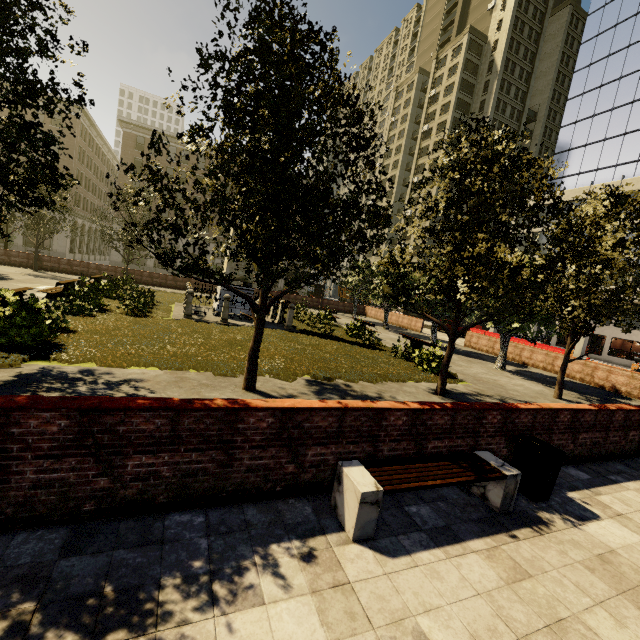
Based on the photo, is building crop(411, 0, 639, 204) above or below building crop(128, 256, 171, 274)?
above

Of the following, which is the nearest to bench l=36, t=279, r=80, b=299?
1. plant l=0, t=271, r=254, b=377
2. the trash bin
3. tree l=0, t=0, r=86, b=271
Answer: plant l=0, t=271, r=254, b=377

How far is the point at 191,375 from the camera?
7.9m

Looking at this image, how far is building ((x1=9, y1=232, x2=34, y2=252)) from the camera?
40.66m

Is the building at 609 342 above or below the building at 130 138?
below

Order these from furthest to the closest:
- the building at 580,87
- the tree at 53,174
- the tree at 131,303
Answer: the building at 580,87, the tree at 131,303, the tree at 53,174

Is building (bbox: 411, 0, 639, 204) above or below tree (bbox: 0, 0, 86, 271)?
above

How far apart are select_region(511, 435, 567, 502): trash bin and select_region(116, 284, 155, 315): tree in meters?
15.0 m
